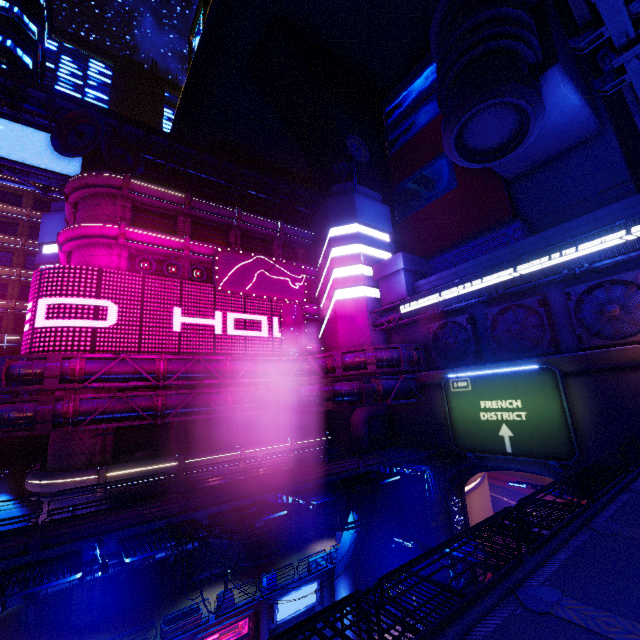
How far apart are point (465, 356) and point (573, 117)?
20.09m

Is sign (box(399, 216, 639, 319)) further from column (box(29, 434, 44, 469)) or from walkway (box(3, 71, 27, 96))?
column (box(29, 434, 44, 469))

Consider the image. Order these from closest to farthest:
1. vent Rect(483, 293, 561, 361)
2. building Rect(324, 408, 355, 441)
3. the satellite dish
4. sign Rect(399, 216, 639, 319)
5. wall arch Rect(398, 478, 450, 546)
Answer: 1. sign Rect(399, 216, 639, 319)
2. vent Rect(483, 293, 561, 361)
3. wall arch Rect(398, 478, 450, 546)
4. the satellite dish
5. building Rect(324, 408, 355, 441)

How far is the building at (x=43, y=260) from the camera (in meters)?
35.44

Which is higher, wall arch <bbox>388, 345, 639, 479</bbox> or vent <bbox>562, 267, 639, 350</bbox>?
vent <bbox>562, 267, 639, 350</bbox>

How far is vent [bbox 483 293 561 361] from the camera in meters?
21.9

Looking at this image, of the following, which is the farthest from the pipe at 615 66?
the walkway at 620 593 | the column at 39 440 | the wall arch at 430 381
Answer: the column at 39 440

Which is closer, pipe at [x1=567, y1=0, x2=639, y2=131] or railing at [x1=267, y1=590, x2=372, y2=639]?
pipe at [x1=567, y1=0, x2=639, y2=131]
